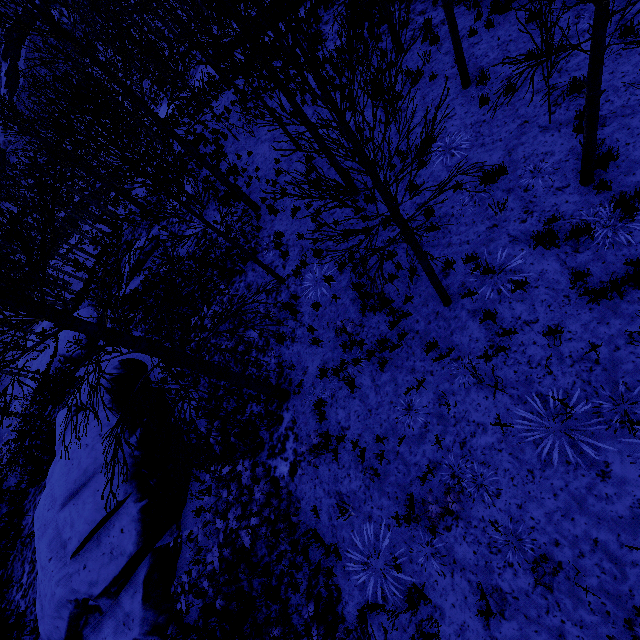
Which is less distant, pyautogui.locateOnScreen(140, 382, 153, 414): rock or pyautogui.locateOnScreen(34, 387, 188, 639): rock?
pyautogui.locateOnScreen(34, 387, 188, 639): rock

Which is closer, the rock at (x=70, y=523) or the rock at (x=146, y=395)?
the rock at (x=70, y=523)

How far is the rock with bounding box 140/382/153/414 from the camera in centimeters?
1104cm

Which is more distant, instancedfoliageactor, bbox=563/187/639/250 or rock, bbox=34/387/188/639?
rock, bbox=34/387/188/639

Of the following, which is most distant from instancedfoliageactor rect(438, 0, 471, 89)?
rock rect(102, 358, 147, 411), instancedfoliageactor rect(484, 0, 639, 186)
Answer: rock rect(102, 358, 147, 411)

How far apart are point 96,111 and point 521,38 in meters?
38.8 m

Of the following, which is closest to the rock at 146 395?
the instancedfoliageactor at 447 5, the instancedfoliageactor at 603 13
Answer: the instancedfoliageactor at 447 5
